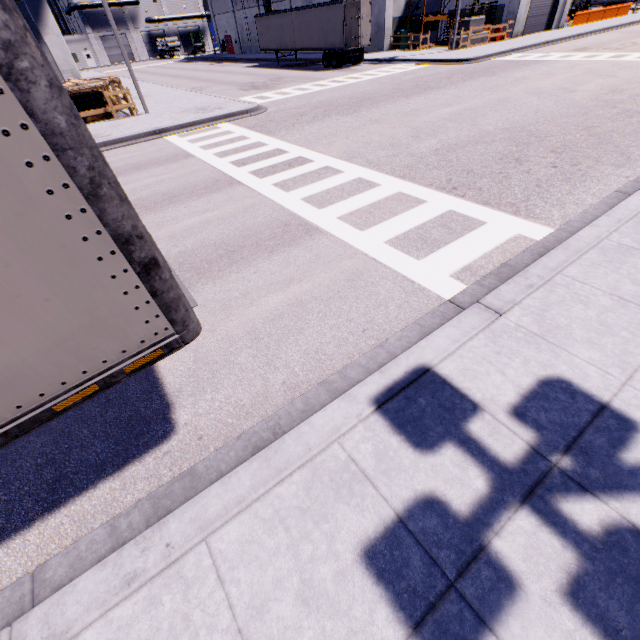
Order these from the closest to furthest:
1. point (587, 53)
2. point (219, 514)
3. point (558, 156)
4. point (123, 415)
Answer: point (219, 514), point (123, 415), point (558, 156), point (587, 53)

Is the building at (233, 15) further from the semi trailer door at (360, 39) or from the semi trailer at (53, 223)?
the semi trailer door at (360, 39)

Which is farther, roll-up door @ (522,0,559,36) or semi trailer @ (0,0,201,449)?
roll-up door @ (522,0,559,36)

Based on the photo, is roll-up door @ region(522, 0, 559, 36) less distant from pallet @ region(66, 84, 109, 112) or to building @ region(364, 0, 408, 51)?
building @ region(364, 0, 408, 51)

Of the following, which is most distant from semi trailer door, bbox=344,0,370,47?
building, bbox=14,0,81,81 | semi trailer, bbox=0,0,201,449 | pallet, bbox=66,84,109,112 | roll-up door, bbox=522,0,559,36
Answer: pallet, bbox=66,84,109,112

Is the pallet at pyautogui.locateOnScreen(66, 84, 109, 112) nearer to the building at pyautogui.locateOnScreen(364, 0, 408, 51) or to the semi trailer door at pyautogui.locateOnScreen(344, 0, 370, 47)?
the building at pyautogui.locateOnScreen(364, 0, 408, 51)

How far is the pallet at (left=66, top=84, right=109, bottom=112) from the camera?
15.6m

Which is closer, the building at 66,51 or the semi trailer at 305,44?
the building at 66,51
